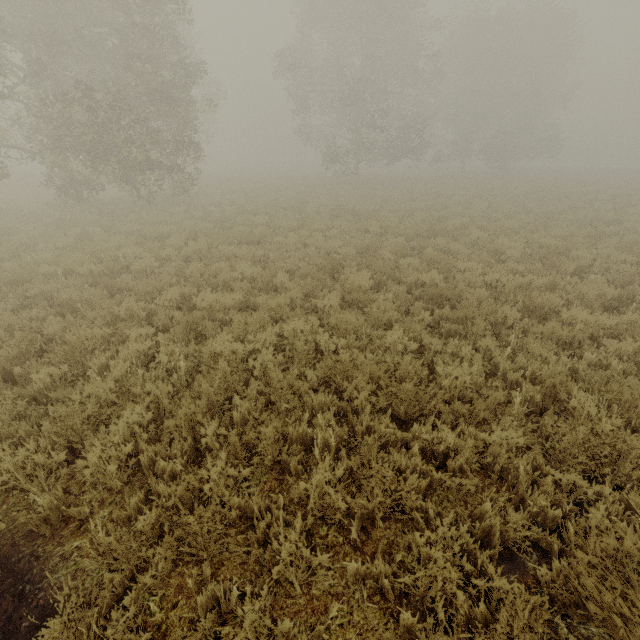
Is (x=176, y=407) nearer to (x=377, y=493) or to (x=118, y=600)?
(x=118, y=600)
